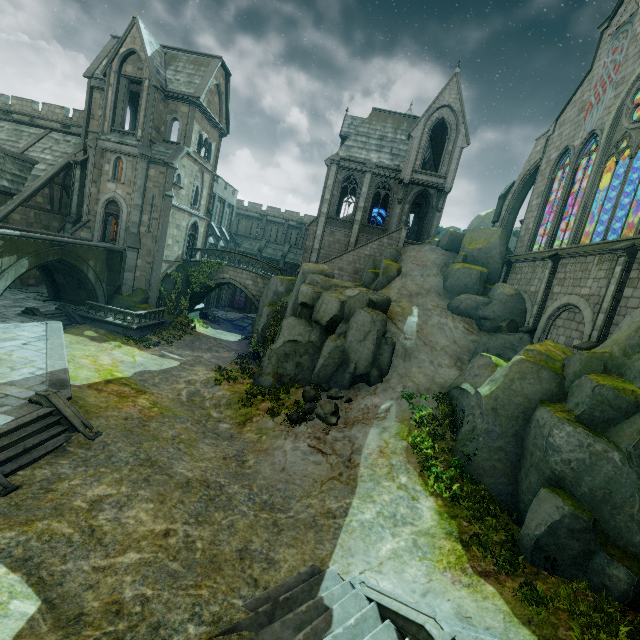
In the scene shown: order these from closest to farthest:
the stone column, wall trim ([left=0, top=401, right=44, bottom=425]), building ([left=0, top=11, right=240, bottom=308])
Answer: wall trim ([left=0, top=401, right=44, bottom=425]) → building ([left=0, top=11, right=240, bottom=308]) → the stone column

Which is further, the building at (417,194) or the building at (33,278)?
the building at (417,194)

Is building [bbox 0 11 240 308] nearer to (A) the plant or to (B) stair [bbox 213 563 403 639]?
(A) the plant

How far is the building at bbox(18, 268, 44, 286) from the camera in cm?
2606

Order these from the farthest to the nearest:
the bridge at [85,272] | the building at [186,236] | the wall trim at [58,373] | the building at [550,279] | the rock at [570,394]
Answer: the building at [186,236] → the bridge at [85,272] → the building at [550,279] → the wall trim at [58,373] → the rock at [570,394]

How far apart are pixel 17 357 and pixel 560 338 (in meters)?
26.07

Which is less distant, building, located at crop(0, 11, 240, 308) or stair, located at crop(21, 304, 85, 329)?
stair, located at crop(21, 304, 85, 329)

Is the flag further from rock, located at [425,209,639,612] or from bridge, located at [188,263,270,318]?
bridge, located at [188,263,270,318]
